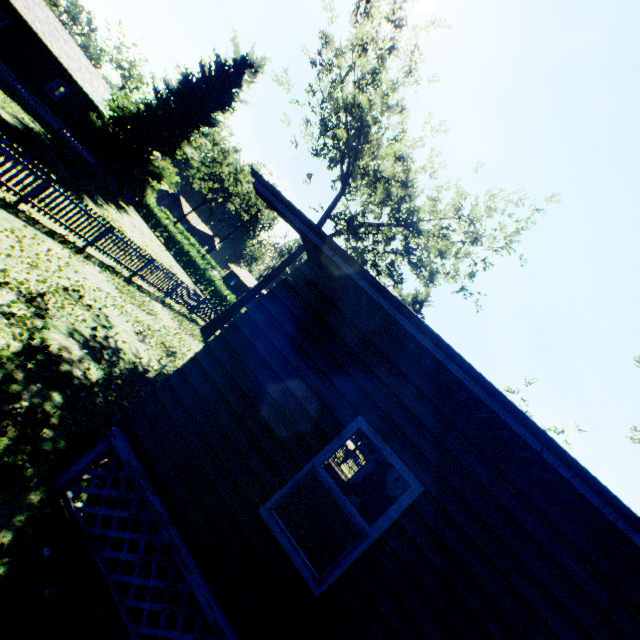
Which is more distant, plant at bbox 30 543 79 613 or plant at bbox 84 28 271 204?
plant at bbox 84 28 271 204

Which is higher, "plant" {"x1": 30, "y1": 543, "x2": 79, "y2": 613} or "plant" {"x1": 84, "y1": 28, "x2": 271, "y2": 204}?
"plant" {"x1": 84, "y1": 28, "x2": 271, "y2": 204}

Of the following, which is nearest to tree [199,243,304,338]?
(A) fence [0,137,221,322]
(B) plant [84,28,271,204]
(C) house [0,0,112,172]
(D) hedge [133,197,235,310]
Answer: (A) fence [0,137,221,322]

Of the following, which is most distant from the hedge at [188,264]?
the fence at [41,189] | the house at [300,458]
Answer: the house at [300,458]

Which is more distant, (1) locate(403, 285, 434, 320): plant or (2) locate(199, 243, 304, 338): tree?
(1) locate(403, 285, 434, 320): plant

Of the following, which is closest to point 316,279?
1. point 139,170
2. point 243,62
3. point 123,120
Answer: point 139,170

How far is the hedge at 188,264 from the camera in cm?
3338

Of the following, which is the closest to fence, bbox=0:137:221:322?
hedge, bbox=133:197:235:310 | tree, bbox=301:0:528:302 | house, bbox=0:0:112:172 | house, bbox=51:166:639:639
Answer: hedge, bbox=133:197:235:310
